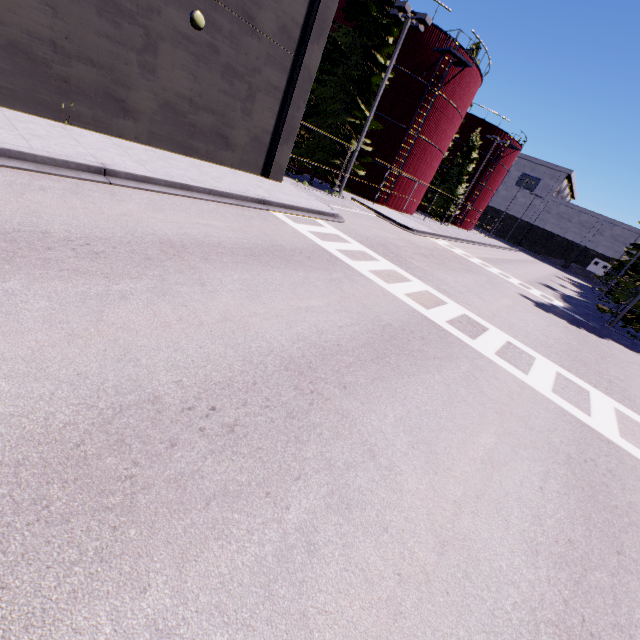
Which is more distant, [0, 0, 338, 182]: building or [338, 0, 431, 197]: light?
[338, 0, 431, 197]: light

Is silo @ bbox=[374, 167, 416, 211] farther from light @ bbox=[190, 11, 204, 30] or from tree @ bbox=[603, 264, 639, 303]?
light @ bbox=[190, 11, 204, 30]

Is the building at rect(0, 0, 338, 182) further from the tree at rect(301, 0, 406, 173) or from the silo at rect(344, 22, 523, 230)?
the tree at rect(301, 0, 406, 173)

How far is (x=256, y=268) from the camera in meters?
6.8 m

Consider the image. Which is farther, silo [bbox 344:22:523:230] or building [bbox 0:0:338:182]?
silo [bbox 344:22:523:230]

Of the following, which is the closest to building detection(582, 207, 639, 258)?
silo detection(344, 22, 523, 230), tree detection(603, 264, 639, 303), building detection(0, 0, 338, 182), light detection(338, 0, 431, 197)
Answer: tree detection(603, 264, 639, 303)

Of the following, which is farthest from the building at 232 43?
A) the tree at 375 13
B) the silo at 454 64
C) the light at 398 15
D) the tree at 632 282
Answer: the light at 398 15

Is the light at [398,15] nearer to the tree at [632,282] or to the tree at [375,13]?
the tree at [375,13]
